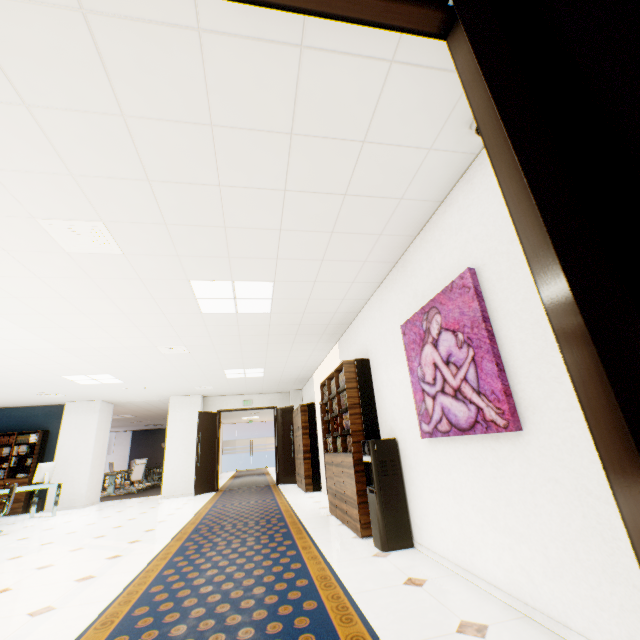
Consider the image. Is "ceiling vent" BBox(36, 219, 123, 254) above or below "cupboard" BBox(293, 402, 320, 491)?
above

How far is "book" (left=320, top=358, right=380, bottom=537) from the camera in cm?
404

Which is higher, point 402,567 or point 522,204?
point 522,204

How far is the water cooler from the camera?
3.4m

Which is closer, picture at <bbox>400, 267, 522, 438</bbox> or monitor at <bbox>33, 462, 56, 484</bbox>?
picture at <bbox>400, 267, 522, 438</bbox>

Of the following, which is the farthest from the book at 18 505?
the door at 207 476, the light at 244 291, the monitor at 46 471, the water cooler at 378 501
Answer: the water cooler at 378 501

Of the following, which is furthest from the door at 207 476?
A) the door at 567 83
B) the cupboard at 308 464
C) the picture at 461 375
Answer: the door at 567 83

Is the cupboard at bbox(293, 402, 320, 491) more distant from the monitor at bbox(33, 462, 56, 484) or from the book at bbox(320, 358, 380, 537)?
the monitor at bbox(33, 462, 56, 484)
